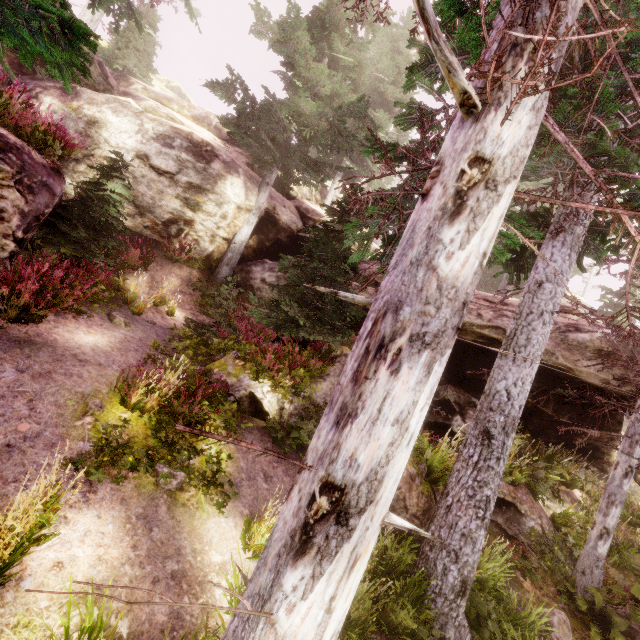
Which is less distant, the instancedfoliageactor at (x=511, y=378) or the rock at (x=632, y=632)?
the instancedfoliageactor at (x=511, y=378)

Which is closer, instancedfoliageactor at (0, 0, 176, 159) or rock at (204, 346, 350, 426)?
instancedfoliageactor at (0, 0, 176, 159)

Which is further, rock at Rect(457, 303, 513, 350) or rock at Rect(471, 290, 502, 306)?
rock at Rect(471, 290, 502, 306)

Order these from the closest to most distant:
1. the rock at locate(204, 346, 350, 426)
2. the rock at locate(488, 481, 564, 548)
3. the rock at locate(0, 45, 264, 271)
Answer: the rock at locate(0, 45, 264, 271), the rock at locate(204, 346, 350, 426), the rock at locate(488, 481, 564, 548)

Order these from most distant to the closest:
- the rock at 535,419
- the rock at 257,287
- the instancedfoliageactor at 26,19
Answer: the rock at 257,287 < the rock at 535,419 < the instancedfoliageactor at 26,19

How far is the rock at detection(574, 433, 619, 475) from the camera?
12.0m

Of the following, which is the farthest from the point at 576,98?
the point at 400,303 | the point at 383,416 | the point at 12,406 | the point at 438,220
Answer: the point at 12,406
